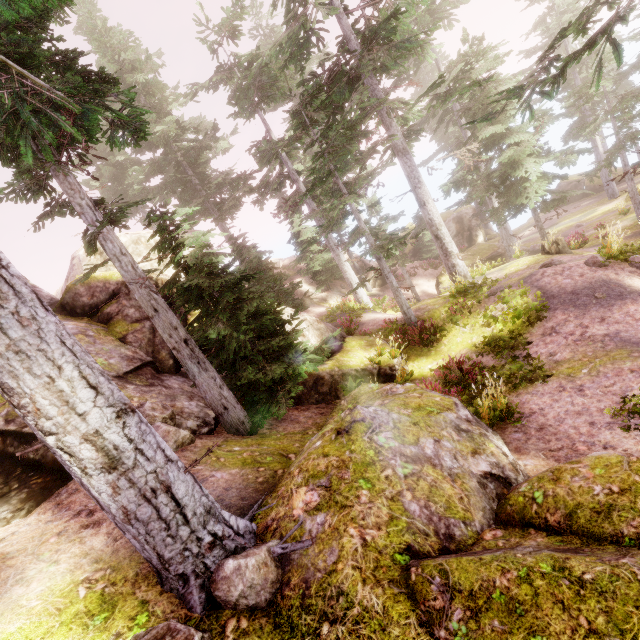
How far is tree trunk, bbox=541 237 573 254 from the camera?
16.56m

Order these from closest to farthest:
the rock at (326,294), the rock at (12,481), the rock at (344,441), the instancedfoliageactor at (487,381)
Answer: the rock at (344,441) < the rock at (12,481) < the instancedfoliageactor at (487,381) < the rock at (326,294)

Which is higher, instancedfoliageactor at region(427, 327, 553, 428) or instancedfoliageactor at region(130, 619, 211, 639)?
instancedfoliageactor at region(130, 619, 211, 639)

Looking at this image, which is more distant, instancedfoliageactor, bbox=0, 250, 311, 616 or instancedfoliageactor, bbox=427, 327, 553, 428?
instancedfoliageactor, bbox=427, 327, 553, 428

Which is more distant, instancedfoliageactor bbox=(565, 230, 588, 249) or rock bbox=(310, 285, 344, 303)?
rock bbox=(310, 285, 344, 303)

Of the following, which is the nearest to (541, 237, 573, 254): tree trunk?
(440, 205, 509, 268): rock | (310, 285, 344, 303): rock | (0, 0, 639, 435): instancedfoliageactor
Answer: (0, 0, 639, 435): instancedfoliageactor

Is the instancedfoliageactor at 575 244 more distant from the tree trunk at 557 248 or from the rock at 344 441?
the tree trunk at 557 248

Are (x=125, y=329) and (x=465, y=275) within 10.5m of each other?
no
